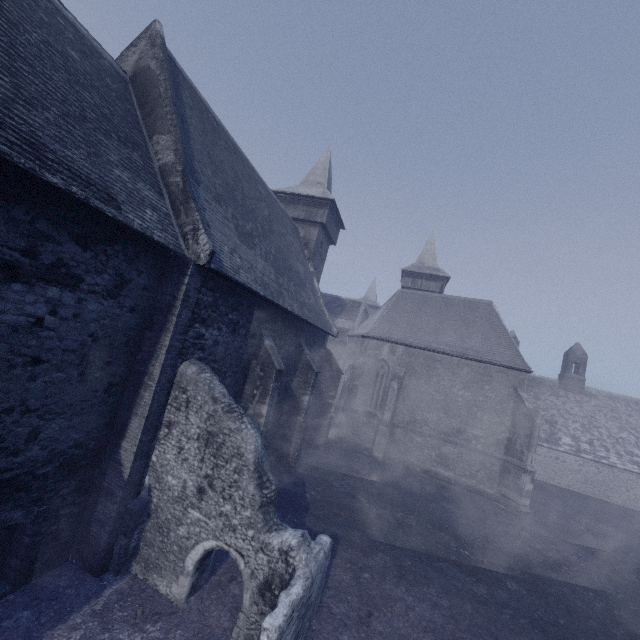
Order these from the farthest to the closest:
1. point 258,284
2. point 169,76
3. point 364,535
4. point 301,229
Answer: point 301,229
point 364,535
point 258,284
point 169,76
